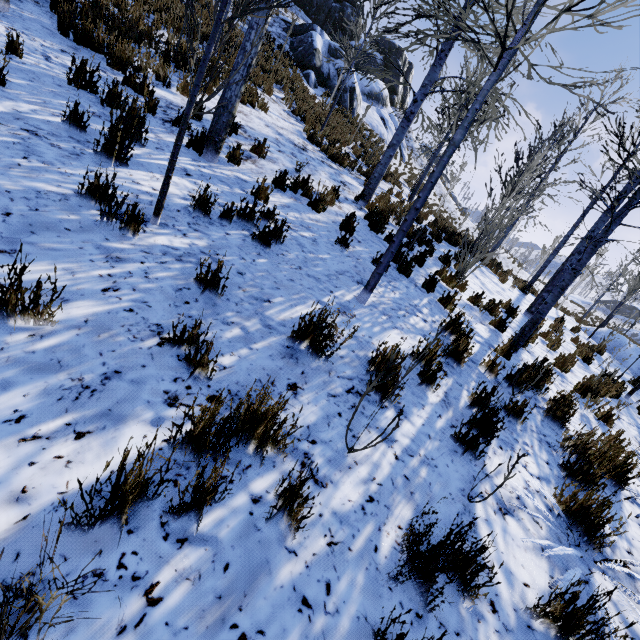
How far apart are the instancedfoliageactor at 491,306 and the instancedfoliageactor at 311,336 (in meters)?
5.43

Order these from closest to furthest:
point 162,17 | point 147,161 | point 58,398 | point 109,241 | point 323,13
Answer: point 58,398, point 109,241, point 147,161, point 162,17, point 323,13

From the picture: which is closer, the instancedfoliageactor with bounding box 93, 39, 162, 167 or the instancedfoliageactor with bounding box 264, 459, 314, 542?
the instancedfoliageactor with bounding box 264, 459, 314, 542

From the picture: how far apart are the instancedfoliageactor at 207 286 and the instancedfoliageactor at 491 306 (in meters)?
6.01

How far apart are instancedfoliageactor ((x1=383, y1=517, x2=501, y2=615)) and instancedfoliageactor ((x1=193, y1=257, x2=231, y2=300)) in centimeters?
225cm

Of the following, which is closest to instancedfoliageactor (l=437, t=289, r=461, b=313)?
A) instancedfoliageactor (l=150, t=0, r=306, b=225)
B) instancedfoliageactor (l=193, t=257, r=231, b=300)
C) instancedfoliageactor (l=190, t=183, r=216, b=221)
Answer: instancedfoliageactor (l=150, t=0, r=306, b=225)

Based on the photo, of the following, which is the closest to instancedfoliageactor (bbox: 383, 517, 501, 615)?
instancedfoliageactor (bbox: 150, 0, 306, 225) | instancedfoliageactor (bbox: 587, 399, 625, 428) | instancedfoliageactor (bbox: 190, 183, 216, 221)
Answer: instancedfoliageactor (bbox: 150, 0, 306, 225)

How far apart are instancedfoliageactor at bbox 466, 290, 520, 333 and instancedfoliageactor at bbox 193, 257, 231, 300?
6.01m
